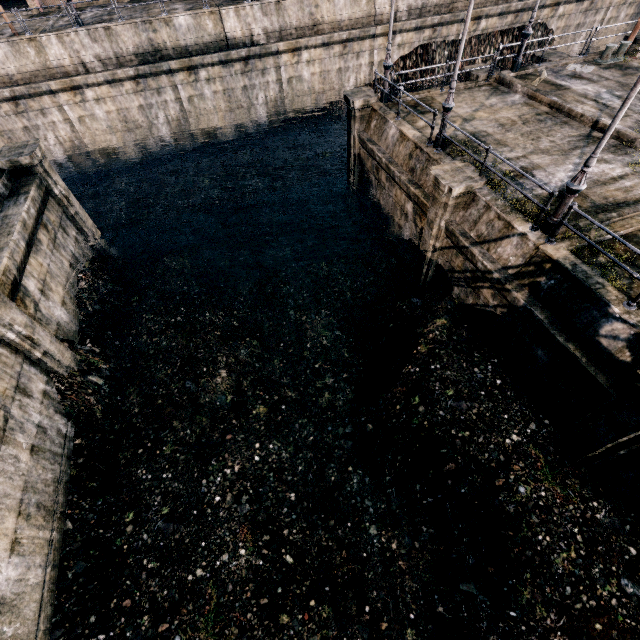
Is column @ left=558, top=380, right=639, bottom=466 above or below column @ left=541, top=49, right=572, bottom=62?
below

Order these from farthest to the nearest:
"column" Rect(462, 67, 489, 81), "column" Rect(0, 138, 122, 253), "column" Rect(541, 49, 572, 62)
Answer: "column" Rect(541, 49, 572, 62)
"column" Rect(462, 67, 489, 81)
"column" Rect(0, 138, 122, 253)

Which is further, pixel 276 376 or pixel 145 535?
pixel 276 376

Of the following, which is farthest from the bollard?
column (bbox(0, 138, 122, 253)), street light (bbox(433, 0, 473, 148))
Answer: column (bbox(0, 138, 122, 253))

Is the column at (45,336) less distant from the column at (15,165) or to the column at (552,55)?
the column at (15,165)

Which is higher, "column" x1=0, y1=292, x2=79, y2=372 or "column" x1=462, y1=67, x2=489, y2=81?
"column" x1=462, y1=67, x2=489, y2=81

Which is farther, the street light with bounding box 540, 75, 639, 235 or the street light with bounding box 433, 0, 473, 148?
the street light with bounding box 433, 0, 473, 148

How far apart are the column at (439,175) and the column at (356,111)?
6.9m
